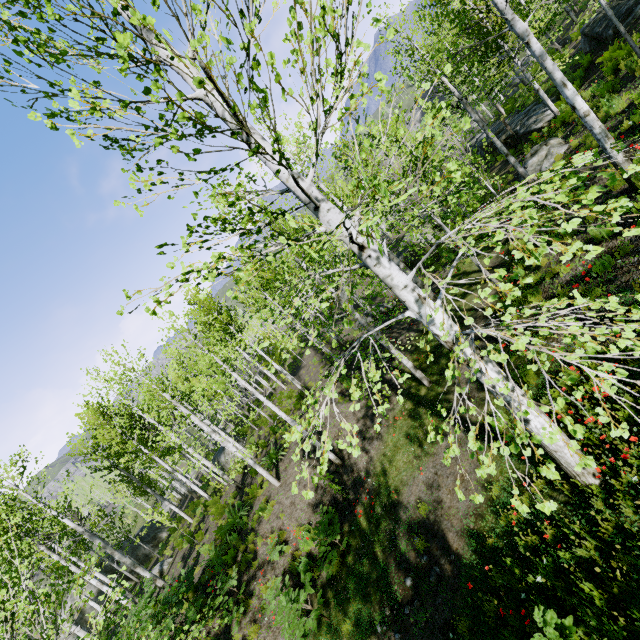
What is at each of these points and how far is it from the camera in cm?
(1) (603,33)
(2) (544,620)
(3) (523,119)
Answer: (1) rock, 1534
(2) instancedfoliageactor, 330
(3) rock, 1948

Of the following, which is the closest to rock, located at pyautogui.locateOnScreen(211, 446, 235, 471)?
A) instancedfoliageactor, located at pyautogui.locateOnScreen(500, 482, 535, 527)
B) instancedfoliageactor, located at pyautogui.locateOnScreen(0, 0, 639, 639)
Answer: instancedfoliageactor, located at pyautogui.locateOnScreen(0, 0, 639, 639)

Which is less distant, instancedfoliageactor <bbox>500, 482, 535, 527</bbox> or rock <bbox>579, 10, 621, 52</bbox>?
instancedfoliageactor <bbox>500, 482, 535, 527</bbox>

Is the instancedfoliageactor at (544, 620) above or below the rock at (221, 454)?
above

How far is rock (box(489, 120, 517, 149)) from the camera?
21.1m

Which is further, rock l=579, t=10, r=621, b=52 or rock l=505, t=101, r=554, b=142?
rock l=505, t=101, r=554, b=142

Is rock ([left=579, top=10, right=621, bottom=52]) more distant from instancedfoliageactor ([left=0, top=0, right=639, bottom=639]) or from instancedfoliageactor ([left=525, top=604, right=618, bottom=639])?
instancedfoliageactor ([left=0, top=0, right=639, bottom=639])

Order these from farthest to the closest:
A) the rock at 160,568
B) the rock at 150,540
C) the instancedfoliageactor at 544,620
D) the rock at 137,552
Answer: the rock at 150,540 → the rock at 137,552 → the rock at 160,568 → the instancedfoliageactor at 544,620
